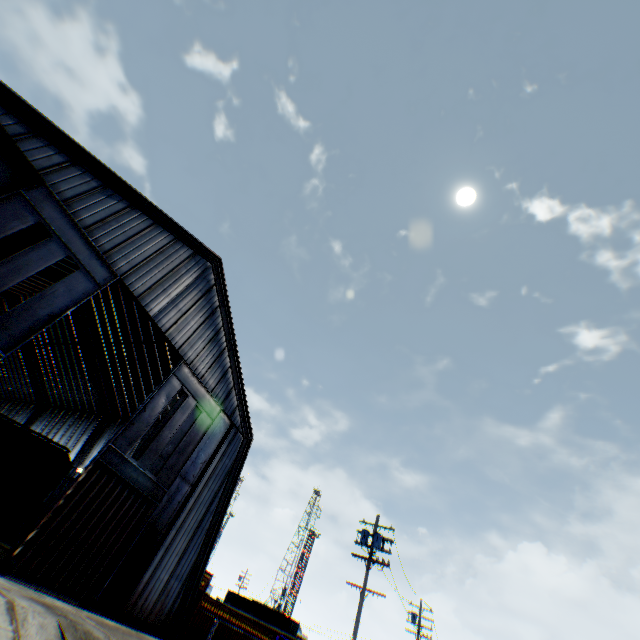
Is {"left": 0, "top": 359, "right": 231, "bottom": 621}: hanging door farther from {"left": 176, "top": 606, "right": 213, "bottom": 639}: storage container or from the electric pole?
the electric pole

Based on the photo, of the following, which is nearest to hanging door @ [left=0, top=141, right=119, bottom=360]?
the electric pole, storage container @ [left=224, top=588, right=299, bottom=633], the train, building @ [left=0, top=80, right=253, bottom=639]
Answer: building @ [left=0, top=80, right=253, bottom=639]

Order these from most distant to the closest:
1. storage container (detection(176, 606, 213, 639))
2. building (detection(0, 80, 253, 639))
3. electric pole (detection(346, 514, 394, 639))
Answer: storage container (detection(176, 606, 213, 639))
electric pole (detection(346, 514, 394, 639))
building (detection(0, 80, 253, 639))

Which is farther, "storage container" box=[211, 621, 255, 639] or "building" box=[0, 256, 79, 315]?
"building" box=[0, 256, 79, 315]

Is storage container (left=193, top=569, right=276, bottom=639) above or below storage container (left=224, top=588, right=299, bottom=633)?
below

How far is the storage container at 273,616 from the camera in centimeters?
4512cm

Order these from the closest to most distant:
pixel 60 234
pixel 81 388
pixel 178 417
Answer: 1. pixel 60 234
2. pixel 178 417
3. pixel 81 388

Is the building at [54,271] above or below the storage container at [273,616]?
above
